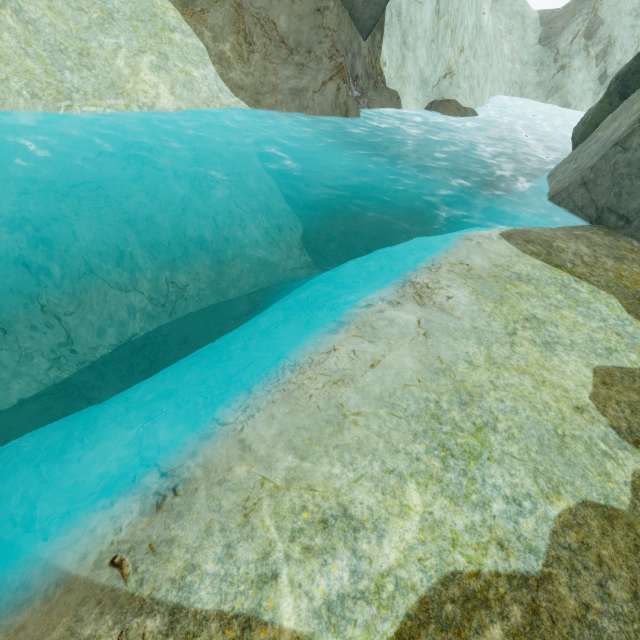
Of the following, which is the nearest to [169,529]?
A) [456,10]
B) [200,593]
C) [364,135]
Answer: [200,593]

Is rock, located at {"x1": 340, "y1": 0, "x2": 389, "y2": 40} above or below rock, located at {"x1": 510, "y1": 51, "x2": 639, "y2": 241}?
above

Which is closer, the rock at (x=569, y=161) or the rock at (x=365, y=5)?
the rock at (x=569, y=161)

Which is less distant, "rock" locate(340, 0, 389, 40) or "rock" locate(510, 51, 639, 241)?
"rock" locate(510, 51, 639, 241)

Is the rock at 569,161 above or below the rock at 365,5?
below
